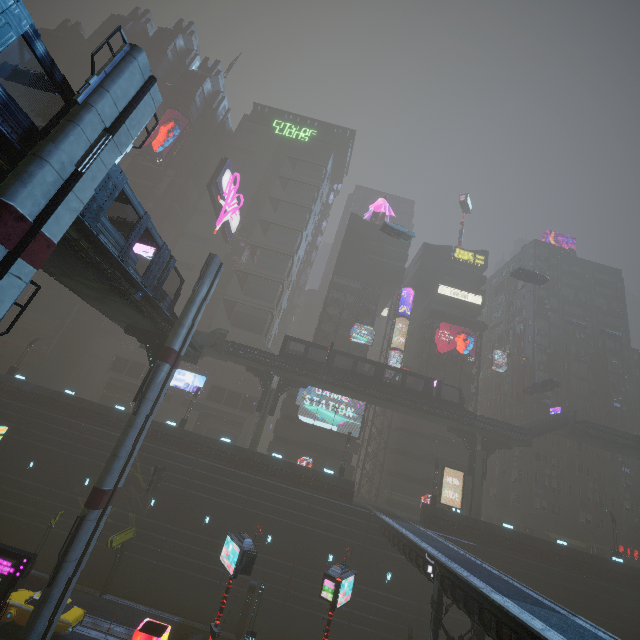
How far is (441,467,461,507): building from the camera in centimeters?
4228cm

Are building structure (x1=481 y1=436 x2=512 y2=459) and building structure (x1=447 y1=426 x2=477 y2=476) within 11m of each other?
yes

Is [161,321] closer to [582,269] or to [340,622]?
[340,622]

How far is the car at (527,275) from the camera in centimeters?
4159cm

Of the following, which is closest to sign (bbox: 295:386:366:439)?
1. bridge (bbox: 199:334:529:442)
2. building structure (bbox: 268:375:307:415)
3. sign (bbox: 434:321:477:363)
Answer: bridge (bbox: 199:334:529:442)

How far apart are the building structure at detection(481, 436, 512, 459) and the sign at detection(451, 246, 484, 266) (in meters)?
30.72

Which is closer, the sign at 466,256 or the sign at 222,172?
the sign at 222,172

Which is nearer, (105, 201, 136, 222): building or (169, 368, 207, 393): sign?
(169, 368, 207, 393): sign
